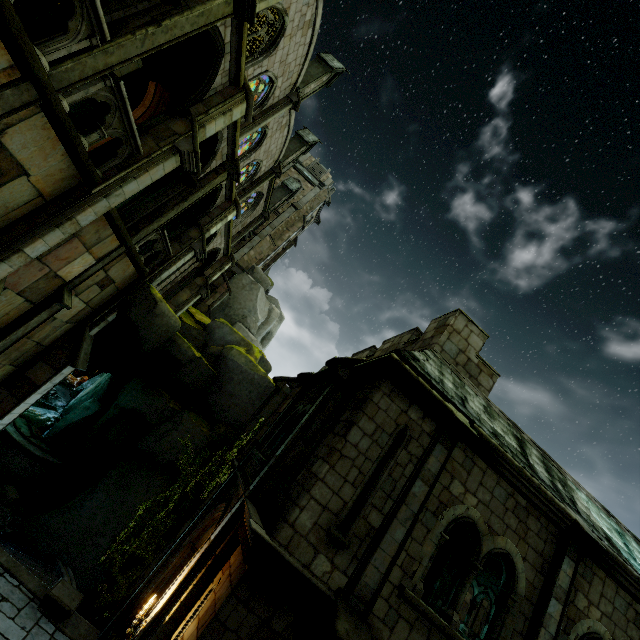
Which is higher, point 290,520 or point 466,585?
point 466,585

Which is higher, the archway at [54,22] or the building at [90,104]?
the building at [90,104]

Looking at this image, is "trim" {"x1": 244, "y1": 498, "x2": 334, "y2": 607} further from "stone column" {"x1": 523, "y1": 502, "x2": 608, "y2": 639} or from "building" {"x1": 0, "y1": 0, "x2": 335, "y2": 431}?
"building" {"x1": 0, "y1": 0, "x2": 335, "y2": 431}

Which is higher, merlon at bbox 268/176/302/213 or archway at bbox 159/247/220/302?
merlon at bbox 268/176/302/213

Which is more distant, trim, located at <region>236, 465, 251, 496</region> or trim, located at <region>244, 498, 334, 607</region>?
trim, located at <region>236, 465, 251, 496</region>

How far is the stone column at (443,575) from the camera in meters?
15.0

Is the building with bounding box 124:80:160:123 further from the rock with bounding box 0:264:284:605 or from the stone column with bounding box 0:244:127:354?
the stone column with bounding box 0:244:127:354

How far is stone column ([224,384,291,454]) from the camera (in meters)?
15.14
